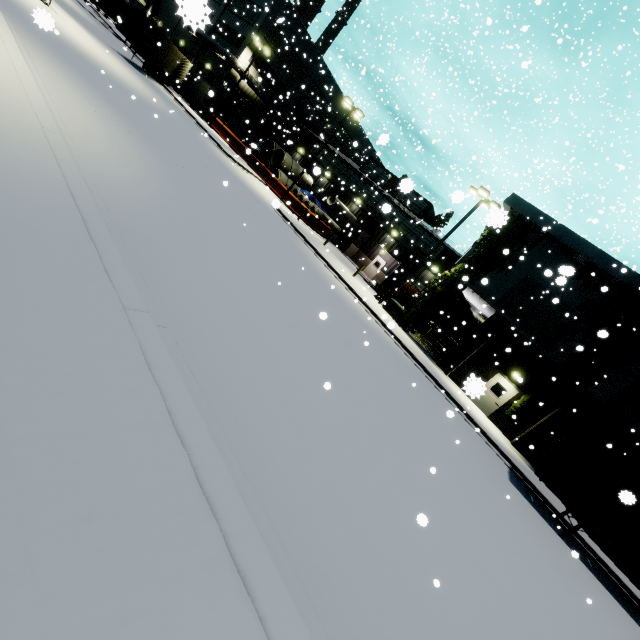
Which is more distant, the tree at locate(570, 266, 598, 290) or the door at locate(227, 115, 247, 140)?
the door at locate(227, 115, 247, 140)

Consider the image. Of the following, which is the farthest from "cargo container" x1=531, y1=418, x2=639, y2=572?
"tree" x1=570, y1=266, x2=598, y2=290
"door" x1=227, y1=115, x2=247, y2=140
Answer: "door" x1=227, y1=115, x2=247, y2=140

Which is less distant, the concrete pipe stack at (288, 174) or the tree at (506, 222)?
A: the tree at (506, 222)

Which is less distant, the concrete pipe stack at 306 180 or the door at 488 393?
the door at 488 393

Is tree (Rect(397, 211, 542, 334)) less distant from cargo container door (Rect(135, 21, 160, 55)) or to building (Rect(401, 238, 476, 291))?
building (Rect(401, 238, 476, 291))

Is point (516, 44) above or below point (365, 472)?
above

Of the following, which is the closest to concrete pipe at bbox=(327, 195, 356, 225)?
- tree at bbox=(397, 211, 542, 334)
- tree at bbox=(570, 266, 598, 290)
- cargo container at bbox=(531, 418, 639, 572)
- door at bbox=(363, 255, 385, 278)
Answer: tree at bbox=(397, 211, 542, 334)

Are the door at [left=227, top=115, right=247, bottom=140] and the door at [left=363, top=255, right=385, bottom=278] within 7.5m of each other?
no
